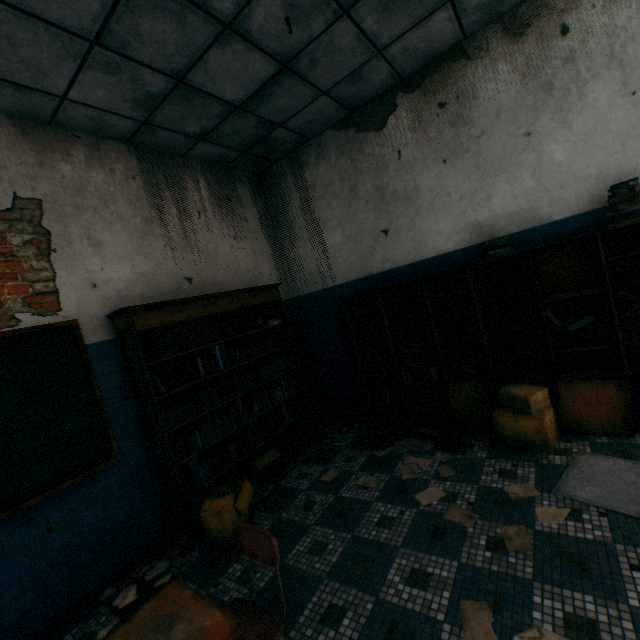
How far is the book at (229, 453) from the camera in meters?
3.0 m

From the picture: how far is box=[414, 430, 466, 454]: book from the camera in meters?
3.2

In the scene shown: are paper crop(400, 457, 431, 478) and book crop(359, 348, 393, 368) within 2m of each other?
yes

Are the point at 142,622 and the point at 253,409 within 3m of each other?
yes

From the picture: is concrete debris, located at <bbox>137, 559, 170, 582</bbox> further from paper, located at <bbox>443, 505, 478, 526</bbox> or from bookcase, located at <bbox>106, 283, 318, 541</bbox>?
paper, located at <bbox>443, 505, 478, 526</bbox>

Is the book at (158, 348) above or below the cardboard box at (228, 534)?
above

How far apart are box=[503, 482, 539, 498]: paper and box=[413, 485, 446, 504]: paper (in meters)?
0.54

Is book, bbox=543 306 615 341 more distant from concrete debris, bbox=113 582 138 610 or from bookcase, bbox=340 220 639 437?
concrete debris, bbox=113 582 138 610
